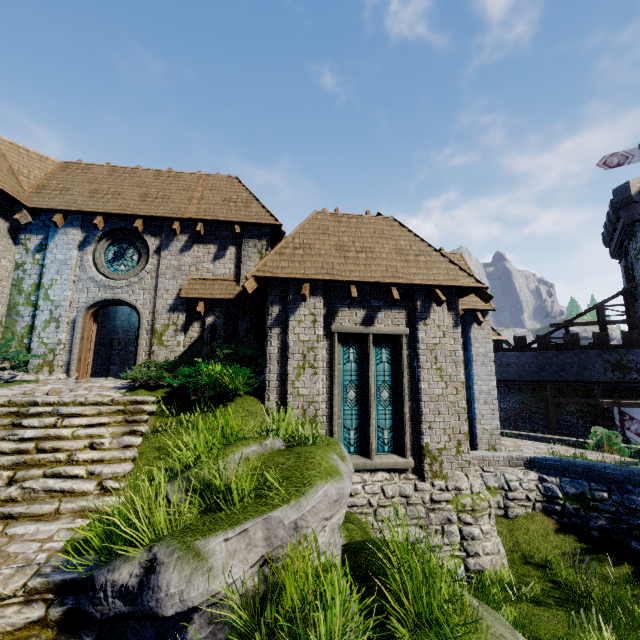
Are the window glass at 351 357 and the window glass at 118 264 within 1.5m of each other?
no

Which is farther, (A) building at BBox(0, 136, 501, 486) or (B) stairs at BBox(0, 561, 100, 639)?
(A) building at BBox(0, 136, 501, 486)

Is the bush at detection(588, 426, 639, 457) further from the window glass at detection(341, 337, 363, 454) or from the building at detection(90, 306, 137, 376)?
the window glass at detection(341, 337, 363, 454)

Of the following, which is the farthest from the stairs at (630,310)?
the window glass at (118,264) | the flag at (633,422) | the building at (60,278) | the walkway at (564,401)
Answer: the window glass at (118,264)

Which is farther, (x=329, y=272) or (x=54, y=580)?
(x=329, y=272)

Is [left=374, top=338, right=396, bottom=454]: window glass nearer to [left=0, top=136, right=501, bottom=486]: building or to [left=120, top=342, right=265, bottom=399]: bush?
[left=0, top=136, right=501, bottom=486]: building

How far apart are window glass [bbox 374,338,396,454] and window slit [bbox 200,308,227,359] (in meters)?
5.36

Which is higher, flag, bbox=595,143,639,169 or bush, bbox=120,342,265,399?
flag, bbox=595,143,639,169
